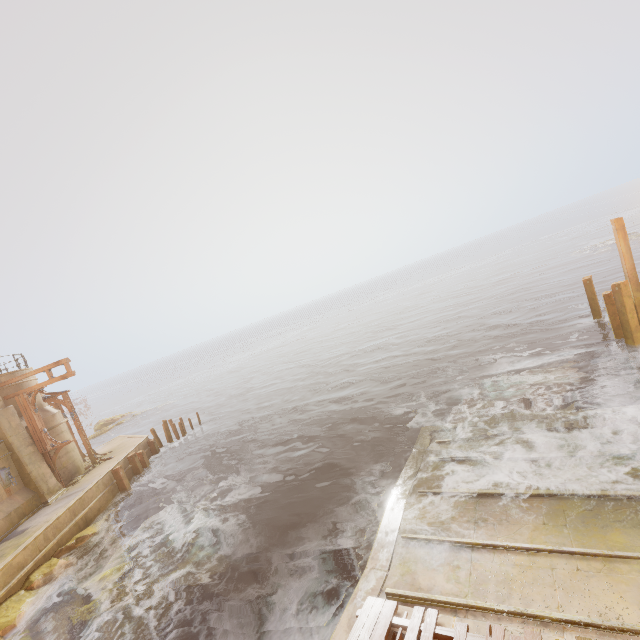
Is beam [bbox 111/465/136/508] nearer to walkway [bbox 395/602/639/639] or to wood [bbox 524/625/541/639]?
walkway [bbox 395/602/639/639]

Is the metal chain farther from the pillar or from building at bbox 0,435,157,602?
building at bbox 0,435,157,602

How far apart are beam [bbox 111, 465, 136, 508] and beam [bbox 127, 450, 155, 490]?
1.3 meters

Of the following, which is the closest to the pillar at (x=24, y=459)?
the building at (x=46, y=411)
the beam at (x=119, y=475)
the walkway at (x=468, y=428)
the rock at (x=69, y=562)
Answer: the building at (x=46, y=411)

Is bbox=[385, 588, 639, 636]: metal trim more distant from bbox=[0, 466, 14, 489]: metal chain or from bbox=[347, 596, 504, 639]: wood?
bbox=[0, 466, 14, 489]: metal chain

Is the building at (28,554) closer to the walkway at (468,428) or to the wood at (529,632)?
the walkway at (468,428)

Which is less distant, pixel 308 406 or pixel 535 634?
pixel 535 634

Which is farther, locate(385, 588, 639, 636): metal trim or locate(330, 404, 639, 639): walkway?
locate(330, 404, 639, 639): walkway
